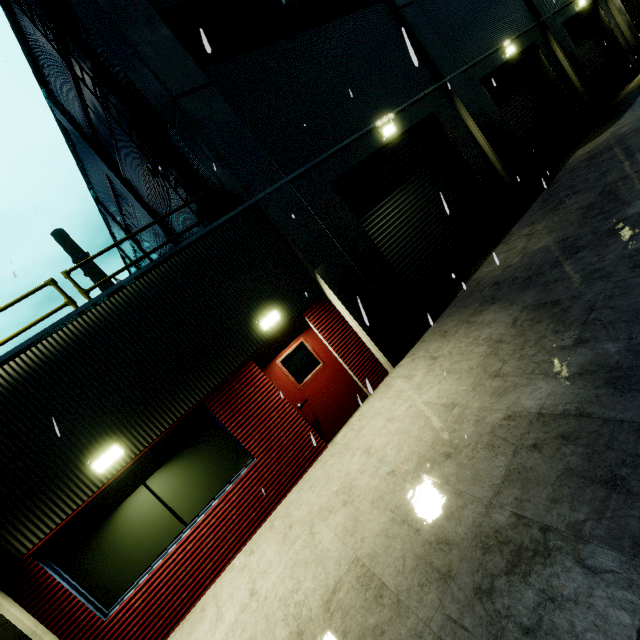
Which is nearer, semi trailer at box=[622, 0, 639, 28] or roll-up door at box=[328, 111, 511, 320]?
roll-up door at box=[328, 111, 511, 320]

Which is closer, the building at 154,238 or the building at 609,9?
the building at 154,238

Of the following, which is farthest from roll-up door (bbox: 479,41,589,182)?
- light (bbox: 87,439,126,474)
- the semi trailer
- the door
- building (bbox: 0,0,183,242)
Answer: light (bbox: 87,439,126,474)

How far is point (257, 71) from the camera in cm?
764

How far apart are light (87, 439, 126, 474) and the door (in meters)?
2.54

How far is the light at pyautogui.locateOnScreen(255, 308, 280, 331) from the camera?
6.5 meters

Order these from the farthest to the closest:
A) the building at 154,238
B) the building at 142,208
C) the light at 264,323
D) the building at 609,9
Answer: the building at 609,9
the building at 154,238
the building at 142,208
the light at 264,323

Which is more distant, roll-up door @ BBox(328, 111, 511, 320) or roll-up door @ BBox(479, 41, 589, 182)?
roll-up door @ BBox(479, 41, 589, 182)
